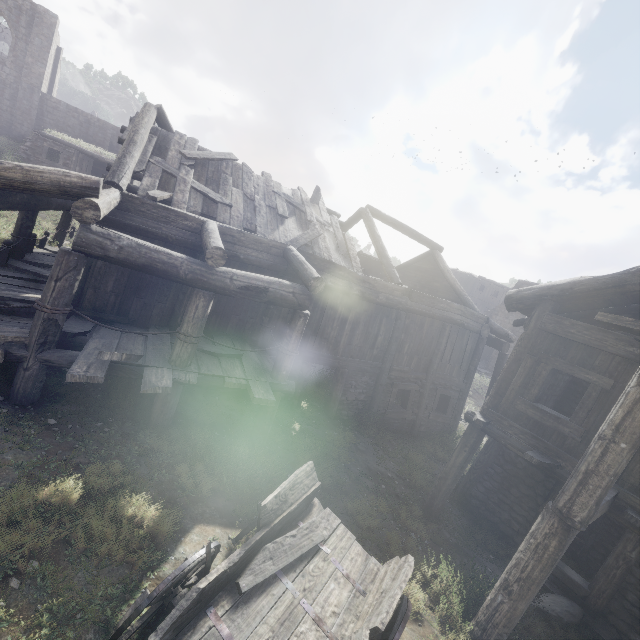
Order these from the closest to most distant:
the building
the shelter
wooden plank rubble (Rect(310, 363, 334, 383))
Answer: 1. the building
2. wooden plank rubble (Rect(310, 363, 334, 383))
3. the shelter

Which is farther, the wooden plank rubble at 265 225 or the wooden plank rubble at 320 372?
the wooden plank rubble at 320 372

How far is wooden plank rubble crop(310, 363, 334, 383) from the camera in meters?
13.5 m

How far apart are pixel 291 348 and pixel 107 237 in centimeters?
421cm

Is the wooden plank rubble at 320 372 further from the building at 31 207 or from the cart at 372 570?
the cart at 372 570

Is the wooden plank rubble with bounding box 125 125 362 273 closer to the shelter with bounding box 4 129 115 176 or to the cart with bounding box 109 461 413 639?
the cart with bounding box 109 461 413 639

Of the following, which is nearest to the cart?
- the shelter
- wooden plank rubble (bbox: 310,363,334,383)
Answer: wooden plank rubble (bbox: 310,363,334,383)

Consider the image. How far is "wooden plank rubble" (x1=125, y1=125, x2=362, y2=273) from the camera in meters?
8.9
